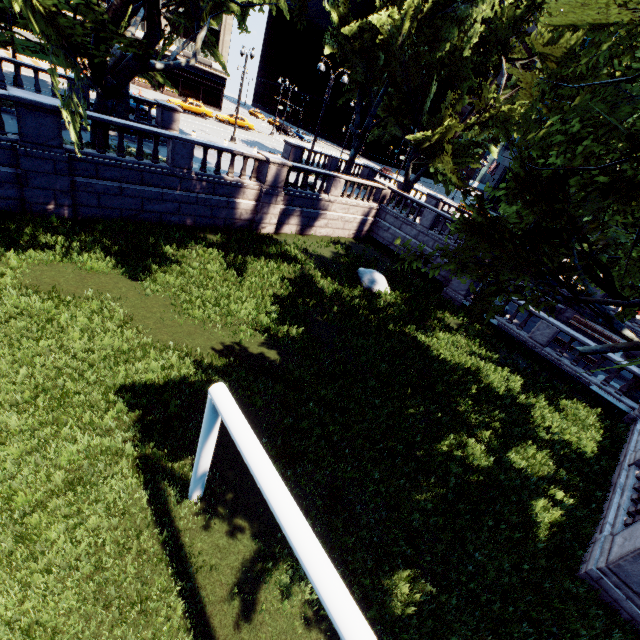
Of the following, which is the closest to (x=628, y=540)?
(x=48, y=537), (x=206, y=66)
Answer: (x=48, y=537)

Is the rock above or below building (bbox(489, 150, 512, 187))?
below

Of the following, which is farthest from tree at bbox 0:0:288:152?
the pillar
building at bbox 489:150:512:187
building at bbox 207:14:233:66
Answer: building at bbox 489:150:512:187

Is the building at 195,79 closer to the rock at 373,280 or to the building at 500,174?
the building at 500,174

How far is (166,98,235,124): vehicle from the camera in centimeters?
3819cm

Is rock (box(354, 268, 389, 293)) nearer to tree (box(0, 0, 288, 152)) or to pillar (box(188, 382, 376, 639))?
tree (box(0, 0, 288, 152))

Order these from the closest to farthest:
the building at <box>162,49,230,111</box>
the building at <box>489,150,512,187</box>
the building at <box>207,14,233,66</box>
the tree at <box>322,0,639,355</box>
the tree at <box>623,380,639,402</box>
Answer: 1. the tree at <box>322,0,639,355</box>
2. the tree at <box>623,380,639,402</box>
3. the building at <box>207,14,233,66</box>
4. the building at <box>162,49,230,111</box>
5. the building at <box>489,150,512,187</box>

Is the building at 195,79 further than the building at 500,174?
No
